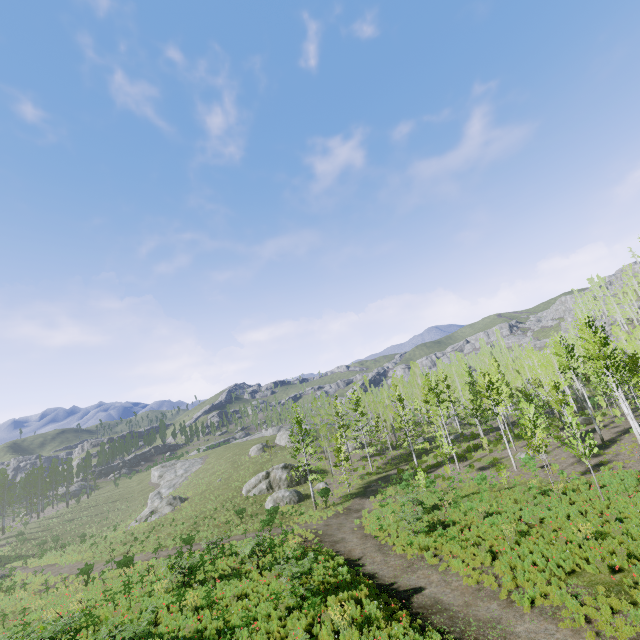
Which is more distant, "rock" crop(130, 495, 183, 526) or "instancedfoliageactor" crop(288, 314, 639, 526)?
"rock" crop(130, 495, 183, 526)

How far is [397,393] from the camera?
38.2m

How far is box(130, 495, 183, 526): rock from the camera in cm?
4462

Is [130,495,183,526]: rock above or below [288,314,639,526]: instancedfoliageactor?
below

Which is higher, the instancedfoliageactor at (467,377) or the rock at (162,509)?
the instancedfoliageactor at (467,377)

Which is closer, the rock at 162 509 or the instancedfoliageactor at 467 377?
the instancedfoliageactor at 467 377
